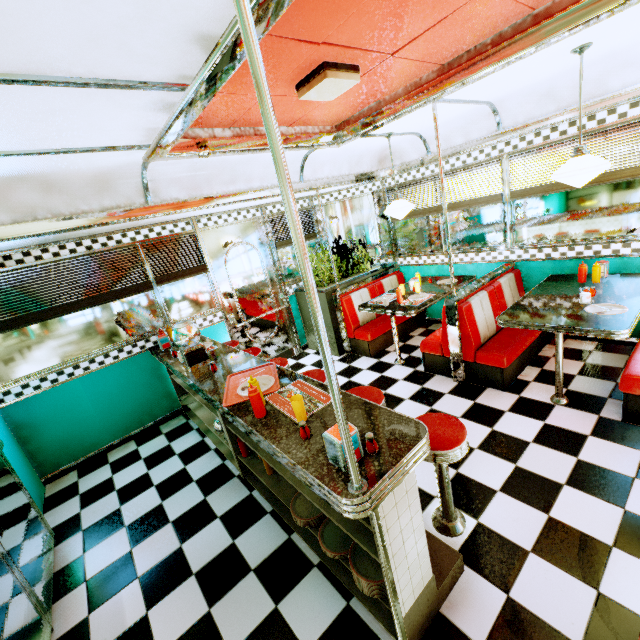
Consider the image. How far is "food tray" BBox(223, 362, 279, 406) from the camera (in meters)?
2.37

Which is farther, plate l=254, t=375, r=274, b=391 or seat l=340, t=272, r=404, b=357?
seat l=340, t=272, r=404, b=357

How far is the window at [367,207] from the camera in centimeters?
602cm

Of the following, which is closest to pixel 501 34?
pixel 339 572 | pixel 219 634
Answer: pixel 339 572

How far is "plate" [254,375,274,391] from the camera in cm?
244

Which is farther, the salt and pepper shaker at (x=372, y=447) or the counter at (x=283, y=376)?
the counter at (x=283, y=376)

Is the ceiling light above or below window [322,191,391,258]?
above

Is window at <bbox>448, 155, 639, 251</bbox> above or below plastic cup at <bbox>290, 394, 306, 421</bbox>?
above
